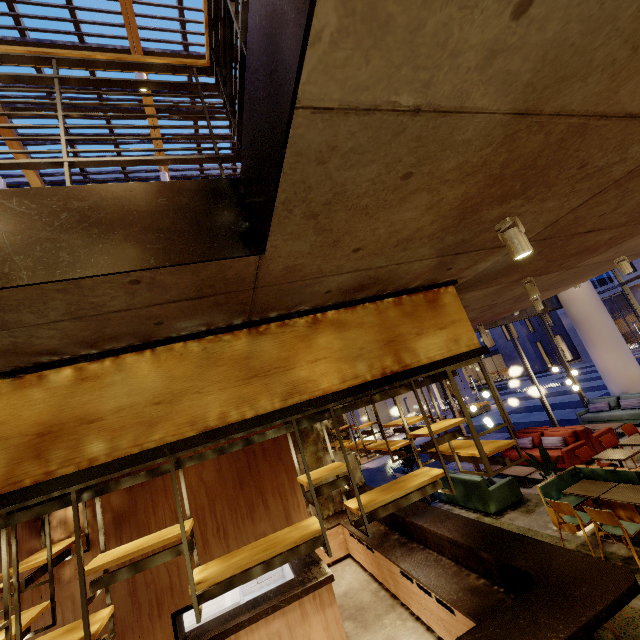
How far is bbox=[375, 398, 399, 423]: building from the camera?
28.5m

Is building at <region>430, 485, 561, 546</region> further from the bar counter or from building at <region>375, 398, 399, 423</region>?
building at <region>375, 398, 399, 423</region>

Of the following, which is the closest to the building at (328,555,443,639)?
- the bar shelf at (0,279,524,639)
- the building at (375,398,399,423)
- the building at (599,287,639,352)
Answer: the bar shelf at (0,279,524,639)

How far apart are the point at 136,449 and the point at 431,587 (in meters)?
4.53

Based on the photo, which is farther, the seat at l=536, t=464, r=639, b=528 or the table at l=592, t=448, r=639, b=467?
the table at l=592, t=448, r=639, b=467

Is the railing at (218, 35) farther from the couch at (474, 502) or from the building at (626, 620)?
the couch at (474, 502)

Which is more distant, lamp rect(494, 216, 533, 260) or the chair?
the chair

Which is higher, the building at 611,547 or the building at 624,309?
the building at 624,309
